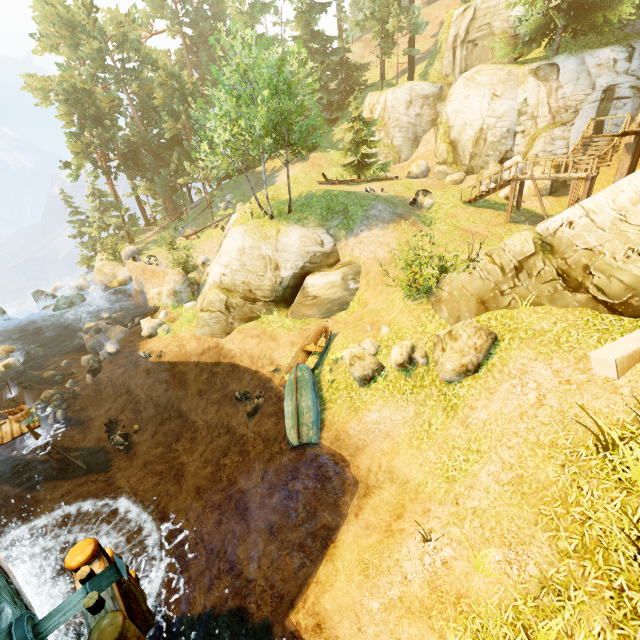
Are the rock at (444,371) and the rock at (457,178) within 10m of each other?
no

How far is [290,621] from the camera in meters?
7.4

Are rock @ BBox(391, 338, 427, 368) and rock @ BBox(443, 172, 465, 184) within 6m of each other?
no

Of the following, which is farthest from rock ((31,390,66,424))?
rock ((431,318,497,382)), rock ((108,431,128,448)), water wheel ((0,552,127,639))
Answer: rock ((431,318,497,382))

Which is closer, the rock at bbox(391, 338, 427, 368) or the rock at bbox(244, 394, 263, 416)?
the rock at bbox(391, 338, 427, 368)

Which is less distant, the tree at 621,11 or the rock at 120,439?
the rock at 120,439

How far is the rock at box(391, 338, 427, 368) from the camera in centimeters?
1085cm

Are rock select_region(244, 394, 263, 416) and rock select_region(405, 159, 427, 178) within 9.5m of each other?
no
